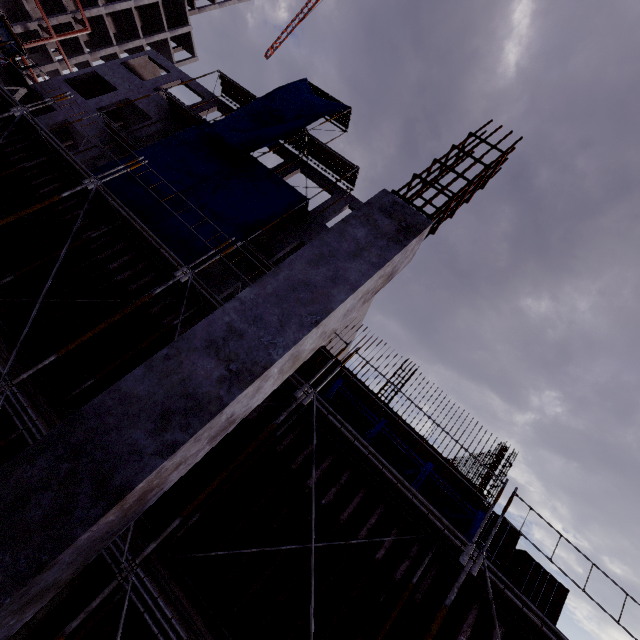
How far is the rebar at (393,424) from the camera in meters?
12.0 m

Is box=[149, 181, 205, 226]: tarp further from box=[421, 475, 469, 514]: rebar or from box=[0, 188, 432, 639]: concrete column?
box=[0, 188, 432, 639]: concrete column

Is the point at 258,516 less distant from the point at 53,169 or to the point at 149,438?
the point at 149,438

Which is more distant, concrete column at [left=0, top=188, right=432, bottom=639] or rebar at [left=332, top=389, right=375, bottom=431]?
rebar at [left=332, top=389, right=375, bottom=431]

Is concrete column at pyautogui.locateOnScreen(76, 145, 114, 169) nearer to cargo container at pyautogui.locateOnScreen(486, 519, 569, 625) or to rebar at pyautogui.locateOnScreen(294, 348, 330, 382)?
rebar at pyautogui.locateOnScreen(294, 348, 330, 382)

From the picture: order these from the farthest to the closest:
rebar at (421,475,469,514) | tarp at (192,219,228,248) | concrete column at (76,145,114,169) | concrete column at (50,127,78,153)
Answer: concrete column at (50,127,78,153) → concrete column at (76,145,114,169) → tarp at (192,219,228,248) → rebar at (421,475,469,514)

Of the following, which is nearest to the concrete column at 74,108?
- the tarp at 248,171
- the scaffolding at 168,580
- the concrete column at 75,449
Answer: the tarp at 248,171

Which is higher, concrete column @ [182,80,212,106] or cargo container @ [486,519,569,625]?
concrete column @ [182,80,212,106]
